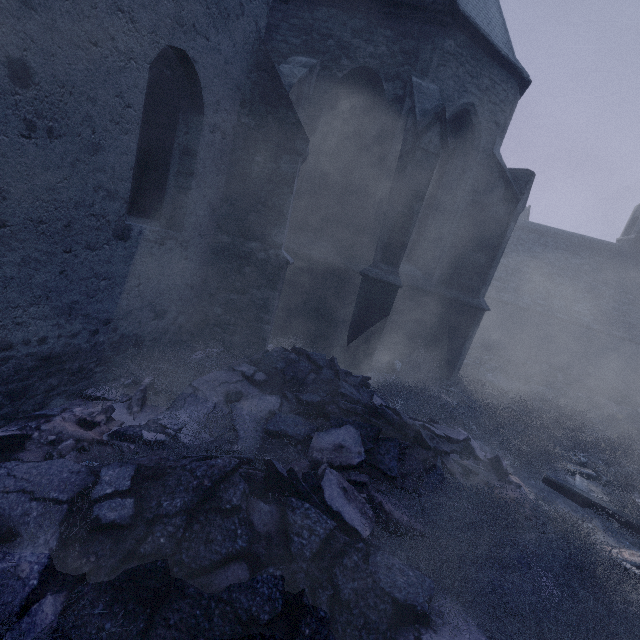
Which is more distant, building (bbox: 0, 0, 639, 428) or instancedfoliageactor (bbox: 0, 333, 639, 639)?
building (bbox: 0, 0, 639, 428)

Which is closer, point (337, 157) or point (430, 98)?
point (430, 98)

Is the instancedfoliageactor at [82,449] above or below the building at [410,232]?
below

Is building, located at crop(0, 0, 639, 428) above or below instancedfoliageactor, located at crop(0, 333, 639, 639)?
above

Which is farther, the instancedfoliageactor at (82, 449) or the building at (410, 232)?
the building at (410, 232)
